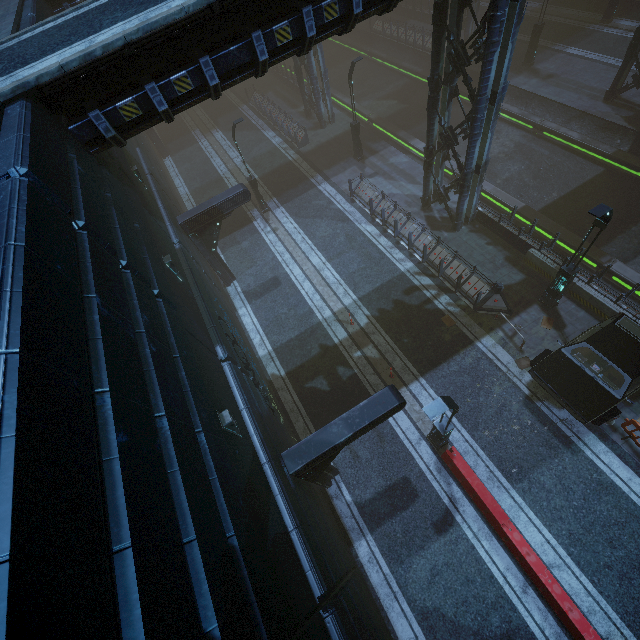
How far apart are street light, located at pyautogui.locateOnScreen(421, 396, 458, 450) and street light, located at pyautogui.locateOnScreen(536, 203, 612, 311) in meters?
6.9

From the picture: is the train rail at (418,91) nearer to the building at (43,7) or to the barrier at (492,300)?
the building at (43,7)

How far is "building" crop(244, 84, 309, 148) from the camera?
24.5m

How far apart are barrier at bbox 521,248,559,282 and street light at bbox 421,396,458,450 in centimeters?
825cm

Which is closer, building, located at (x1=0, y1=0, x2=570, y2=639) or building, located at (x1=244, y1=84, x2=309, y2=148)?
building, located at (x1=0, y1=0, x2=570, y2=639)

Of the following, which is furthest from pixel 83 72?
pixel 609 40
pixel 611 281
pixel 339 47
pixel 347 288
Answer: pixel 339 47

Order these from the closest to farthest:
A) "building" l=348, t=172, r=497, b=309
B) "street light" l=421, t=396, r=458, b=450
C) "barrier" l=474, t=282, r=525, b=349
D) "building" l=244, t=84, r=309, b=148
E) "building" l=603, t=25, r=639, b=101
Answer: "street light" l=421, t=396, r=458, b=450
"barrier" l=474, t=282, r=525, b=349
"building" l=348, t=172, r=497, b=309
"building" l=603, t=25, r=639, b=101
"building" l=244, t=84, r=309, b=148

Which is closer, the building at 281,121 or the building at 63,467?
the building at 63,467
